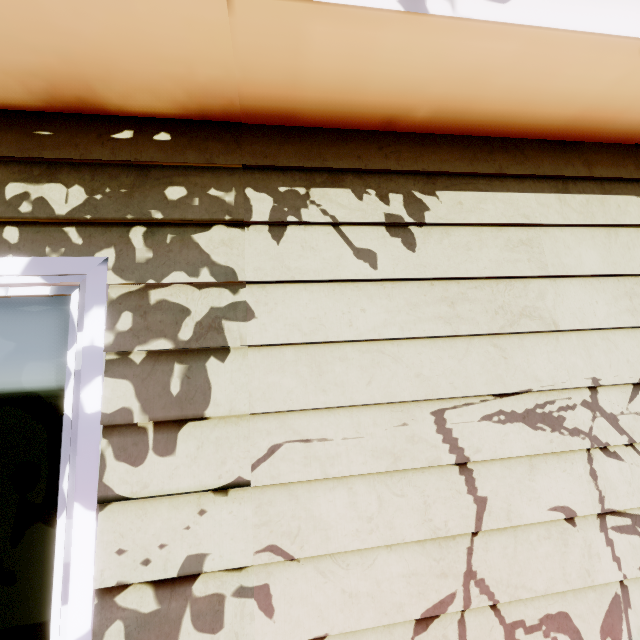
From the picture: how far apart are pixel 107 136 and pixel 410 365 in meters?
1.5
